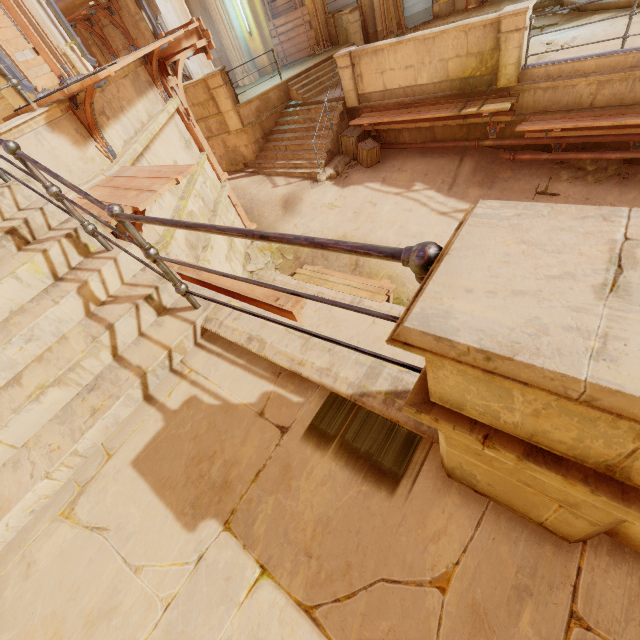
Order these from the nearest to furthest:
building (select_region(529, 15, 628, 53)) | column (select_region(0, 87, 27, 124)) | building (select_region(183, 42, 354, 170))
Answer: column (select_region(0, 87, 27, 124)), building (select_region(529, 15, 628, 53)), building (select_region(183, 42, 354, 170))

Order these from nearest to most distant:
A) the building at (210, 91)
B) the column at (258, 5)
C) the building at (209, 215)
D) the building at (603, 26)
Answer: the building at (209, 215)
the building at (603, 26)
the building at (210, 91)
the column at (258, 5)

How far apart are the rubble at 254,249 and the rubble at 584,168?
7.38m

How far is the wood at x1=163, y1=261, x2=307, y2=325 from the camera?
2.6m

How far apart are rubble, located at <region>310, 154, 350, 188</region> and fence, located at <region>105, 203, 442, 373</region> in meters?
9.3 m

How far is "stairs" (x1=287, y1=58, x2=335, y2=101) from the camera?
12.0m

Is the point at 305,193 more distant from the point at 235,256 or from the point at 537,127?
the point at 537,127

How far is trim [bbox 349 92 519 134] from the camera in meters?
8.3
